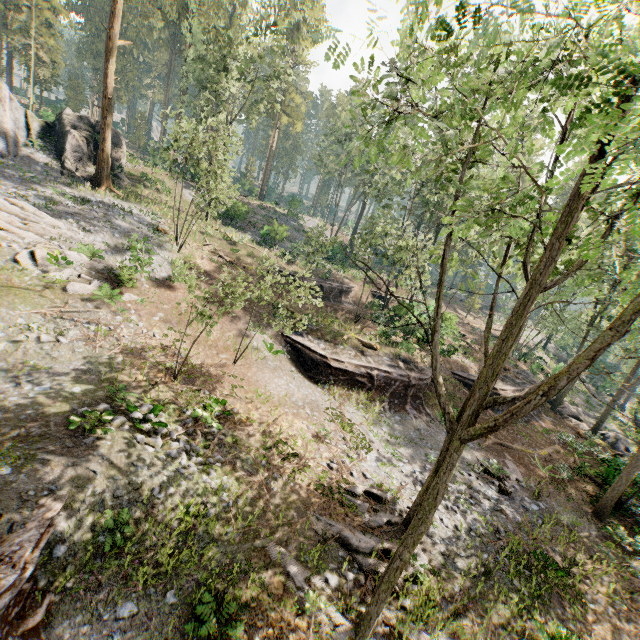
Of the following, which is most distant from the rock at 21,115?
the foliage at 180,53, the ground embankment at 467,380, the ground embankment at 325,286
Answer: the ground embankment at 467,380

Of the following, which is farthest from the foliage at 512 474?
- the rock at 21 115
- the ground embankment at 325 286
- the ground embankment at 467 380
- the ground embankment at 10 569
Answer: the ground embankment at 325 286

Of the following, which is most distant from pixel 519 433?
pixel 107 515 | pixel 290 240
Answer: pixel 290 240

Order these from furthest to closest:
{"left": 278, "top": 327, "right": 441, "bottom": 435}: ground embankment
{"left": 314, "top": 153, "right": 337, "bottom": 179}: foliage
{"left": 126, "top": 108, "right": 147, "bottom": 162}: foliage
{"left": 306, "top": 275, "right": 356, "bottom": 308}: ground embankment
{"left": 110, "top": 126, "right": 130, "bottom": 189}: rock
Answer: {"left": 126, "top": 108, "right": 147, "bottom": 162}: foliage → {"left": 314, "top": 153, "right": 337, "bottom": 179}: foliage → {"left": 306, "top": 275, "right": 356, "bottom": 308}: ground embankment → {"left": 110, "top": 126, "right": 130, "bottom": 189}: rock → {"left": 278, "top": 327, "right": 441, "bottom": 435}: ground embankment

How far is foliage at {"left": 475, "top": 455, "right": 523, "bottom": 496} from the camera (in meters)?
→ 15.93

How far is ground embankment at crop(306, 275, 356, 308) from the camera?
31.9 meters

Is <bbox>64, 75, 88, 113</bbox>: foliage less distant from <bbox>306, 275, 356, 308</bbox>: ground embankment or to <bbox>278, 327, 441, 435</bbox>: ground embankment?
<bbox>278, 327, 441, 435</bbox>: ground embankment
